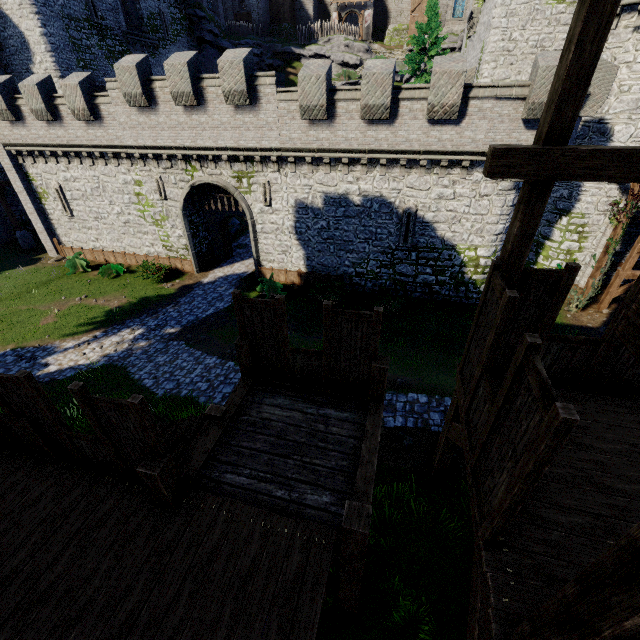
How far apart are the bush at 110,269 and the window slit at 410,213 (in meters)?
19.17

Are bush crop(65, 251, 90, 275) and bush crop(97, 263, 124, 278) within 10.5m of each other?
yes

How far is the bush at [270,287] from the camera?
20.3m

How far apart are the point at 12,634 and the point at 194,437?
3.20m

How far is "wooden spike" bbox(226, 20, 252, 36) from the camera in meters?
43.5

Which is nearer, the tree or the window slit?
the window slit

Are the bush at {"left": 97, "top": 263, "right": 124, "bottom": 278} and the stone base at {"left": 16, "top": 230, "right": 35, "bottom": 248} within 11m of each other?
yes

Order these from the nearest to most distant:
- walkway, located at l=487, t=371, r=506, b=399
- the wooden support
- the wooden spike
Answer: walkway, located at l=487, t=371, r=506, b=399, the wooden support, the wooden spike
